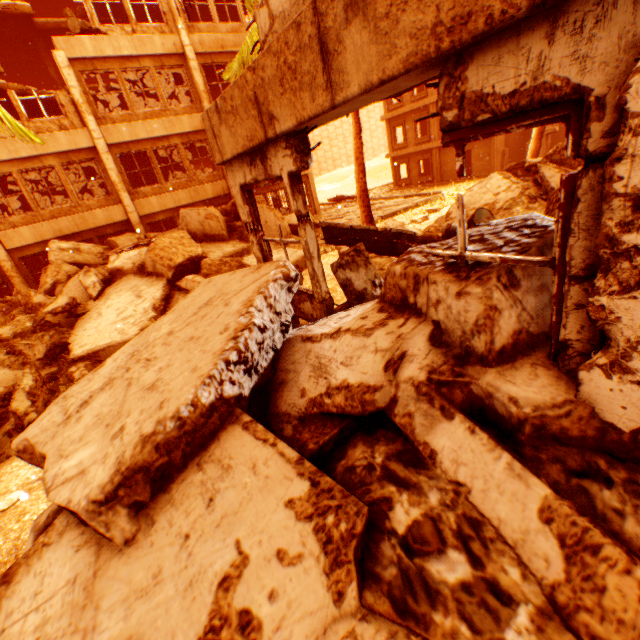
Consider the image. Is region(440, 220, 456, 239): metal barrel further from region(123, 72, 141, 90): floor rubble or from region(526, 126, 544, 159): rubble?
region(123, 72, 141, 90): floor rubble

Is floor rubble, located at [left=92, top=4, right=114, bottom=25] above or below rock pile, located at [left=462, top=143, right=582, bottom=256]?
above

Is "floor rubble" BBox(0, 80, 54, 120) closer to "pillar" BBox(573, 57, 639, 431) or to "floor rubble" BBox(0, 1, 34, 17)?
"floor rubble" BBox(0, 1, 34, 17)

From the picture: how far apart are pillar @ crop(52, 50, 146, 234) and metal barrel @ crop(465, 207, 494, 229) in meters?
13.8

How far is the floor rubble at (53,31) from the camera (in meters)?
15.20

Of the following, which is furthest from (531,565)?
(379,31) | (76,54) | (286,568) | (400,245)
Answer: (76,54)

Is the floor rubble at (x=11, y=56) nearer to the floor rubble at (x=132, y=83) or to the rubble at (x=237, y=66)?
the floor rubble at (x=132, y=83)

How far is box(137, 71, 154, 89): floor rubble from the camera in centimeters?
1581cm
